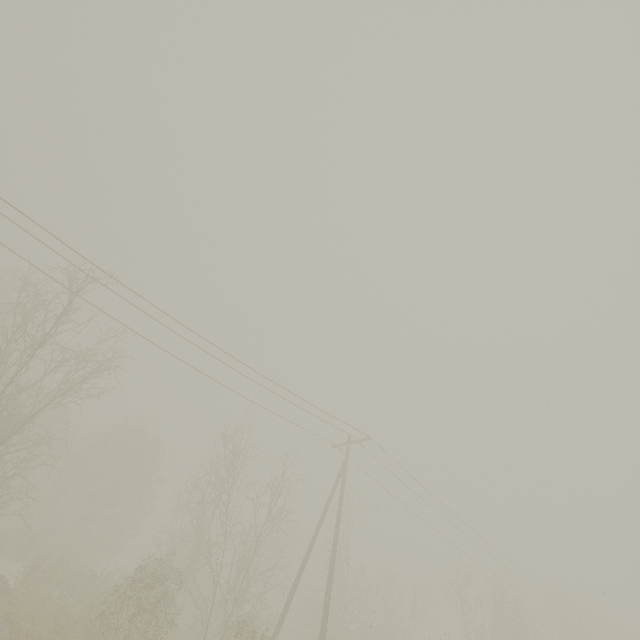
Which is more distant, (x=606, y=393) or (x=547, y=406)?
(x=547, y=406)
